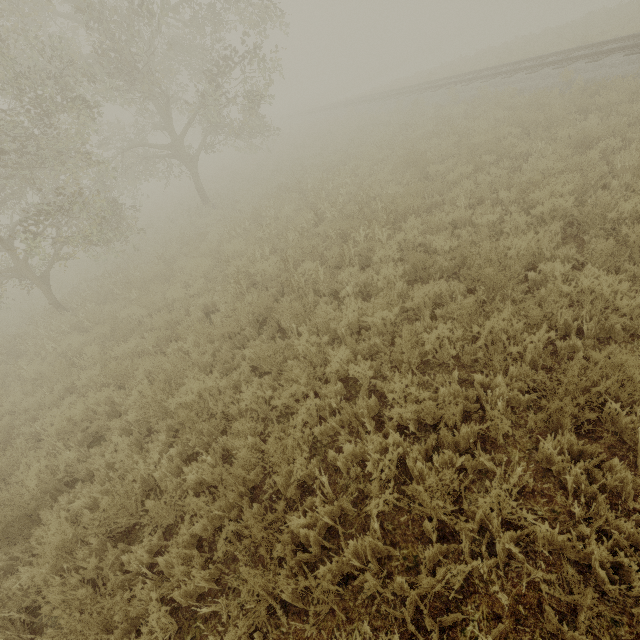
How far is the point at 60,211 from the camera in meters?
8.6

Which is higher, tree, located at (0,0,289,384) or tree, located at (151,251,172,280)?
tree, located at (0,0,289,384)

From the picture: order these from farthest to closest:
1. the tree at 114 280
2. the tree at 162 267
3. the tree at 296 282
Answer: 1. the tree at 162 267
2. the tree at 114 280
3. the tree at 296 282

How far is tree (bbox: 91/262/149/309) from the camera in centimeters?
979cm

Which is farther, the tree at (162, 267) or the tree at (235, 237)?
the tree at (162, 267)

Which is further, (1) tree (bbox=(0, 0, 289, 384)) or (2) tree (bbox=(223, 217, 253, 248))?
(2) tree (bbox=(223, 217, 253, 248))

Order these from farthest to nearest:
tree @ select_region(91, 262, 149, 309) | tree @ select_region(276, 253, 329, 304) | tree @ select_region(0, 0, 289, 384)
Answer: tree @ select_region(91, 262, 149, 309) < tree @ select_region(0, 0, 289, 384) < tree @ select_region(276, 253, 329, 304)
